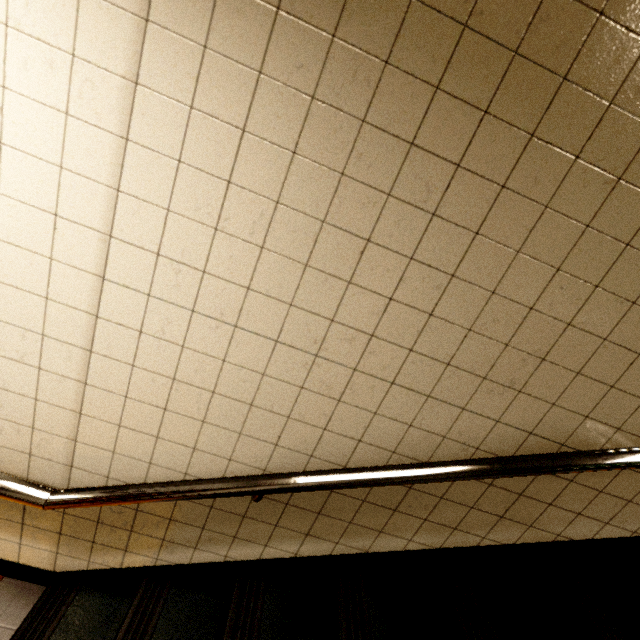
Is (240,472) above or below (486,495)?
below
